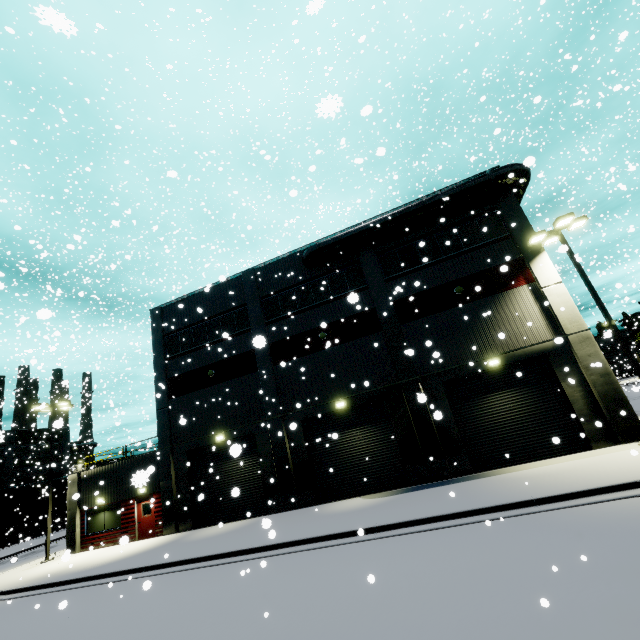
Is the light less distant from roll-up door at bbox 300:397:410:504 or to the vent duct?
roll-up door at bbox 300:397:410:504

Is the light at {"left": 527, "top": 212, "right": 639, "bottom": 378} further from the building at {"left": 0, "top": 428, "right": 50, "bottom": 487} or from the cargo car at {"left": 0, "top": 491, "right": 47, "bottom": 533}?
the cargo car at {"left": 0, "top": 491, "right": 47, "bottom": 533}

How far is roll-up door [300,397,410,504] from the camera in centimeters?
1652cm

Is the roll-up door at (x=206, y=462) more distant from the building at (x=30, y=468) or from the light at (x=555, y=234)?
the light at (x=555, y=234)

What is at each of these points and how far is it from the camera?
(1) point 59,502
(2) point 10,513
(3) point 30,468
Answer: (1) cargo car, 49.0m
(2) cargo car, 41.2m
(3) building, 48.9m

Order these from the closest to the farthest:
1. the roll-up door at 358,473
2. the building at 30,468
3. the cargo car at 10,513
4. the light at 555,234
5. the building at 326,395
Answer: the light at 555,234, the building at 326,395, the roll-up door at 358,473, the cargo car at 10,513, the building at 30,468

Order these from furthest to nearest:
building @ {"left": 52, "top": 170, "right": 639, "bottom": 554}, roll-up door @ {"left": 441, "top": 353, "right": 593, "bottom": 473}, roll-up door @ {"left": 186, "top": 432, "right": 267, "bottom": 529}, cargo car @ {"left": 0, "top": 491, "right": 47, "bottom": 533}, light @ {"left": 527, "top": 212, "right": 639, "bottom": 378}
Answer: cargo car @ {"left": 0, "top": 491, "right": 47, "bottom": 533}, roll-up door @ {"left": 186, "top": 432, "right": 267, "bottom": 529}, building @ {"left": 52, "top": 170, "right": 639, "bottom": 554}, roll-up door @ {"left": 441, "top": 353, "right": 593, "bottom": 473}, light @ {"left": 527, "top": 212, "right": 639, "bottom": 378}

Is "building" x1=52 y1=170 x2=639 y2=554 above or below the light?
below
